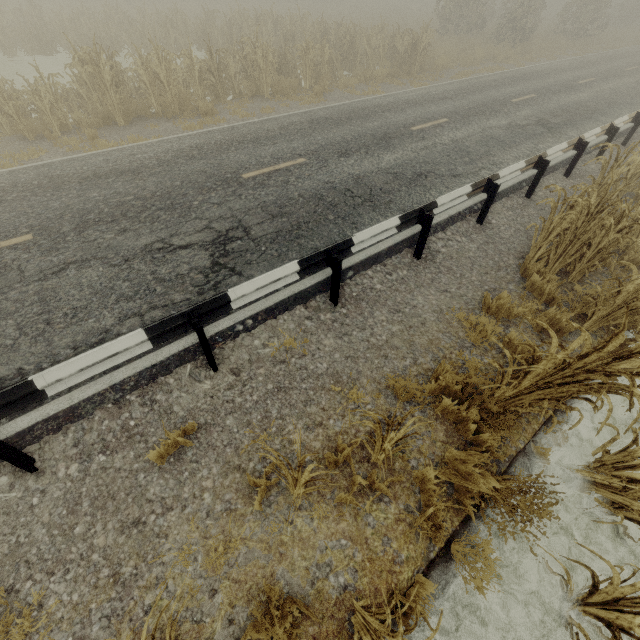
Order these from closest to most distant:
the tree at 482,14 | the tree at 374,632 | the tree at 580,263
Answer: the tree at 374,632 < the tree at 580,263 < the tree at 482,14

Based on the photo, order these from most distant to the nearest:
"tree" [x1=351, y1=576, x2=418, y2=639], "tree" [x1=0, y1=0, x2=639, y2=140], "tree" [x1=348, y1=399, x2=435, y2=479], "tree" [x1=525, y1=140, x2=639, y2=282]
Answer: "tree" [x1=0, y1=0, x2=639, y2=140], "tree" [x1=525, y1=140, x2=639, y2=282], "tree" [x1=348, y1=399, x2=435, y2=479], "tree" [x1=351, y1=576, x2=418, y2=639]

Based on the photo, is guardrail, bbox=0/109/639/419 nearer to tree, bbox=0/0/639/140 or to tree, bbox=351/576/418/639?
tree, bbox=351/576/418/639

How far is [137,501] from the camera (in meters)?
3.16

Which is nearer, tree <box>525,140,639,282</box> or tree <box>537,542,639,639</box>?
tree <box>537,542,639,639</box>

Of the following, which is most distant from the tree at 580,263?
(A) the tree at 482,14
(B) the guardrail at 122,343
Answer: (A) the tree at 482,14

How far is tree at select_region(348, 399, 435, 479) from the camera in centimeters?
267cm
